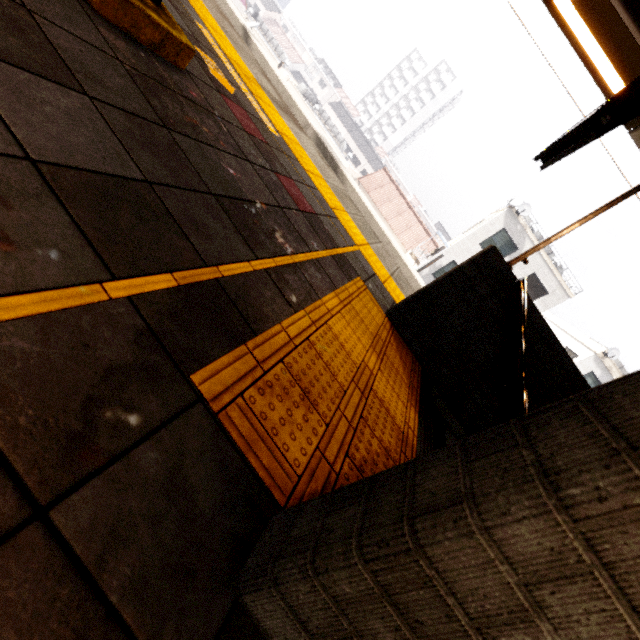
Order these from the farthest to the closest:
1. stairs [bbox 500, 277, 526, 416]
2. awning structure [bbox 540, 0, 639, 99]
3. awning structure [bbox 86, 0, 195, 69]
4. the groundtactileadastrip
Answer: awning structure [bbox 540, 0, 639, 99], stairs [bbox 500, 277, 526, 416], awning structure [bbox 86, 0, 195, 69], the groundtactileadastrip

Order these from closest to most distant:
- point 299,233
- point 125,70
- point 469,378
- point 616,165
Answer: point 125,70
point 299,233
point 469,378
point 616,165

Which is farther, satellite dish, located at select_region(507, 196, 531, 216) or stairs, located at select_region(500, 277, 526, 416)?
satellite dish, located at select_region(507, 196, 531, 216)

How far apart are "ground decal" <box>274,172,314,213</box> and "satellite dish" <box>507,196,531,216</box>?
18.2 meters

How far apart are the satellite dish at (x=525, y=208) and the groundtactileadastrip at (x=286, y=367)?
18.0m

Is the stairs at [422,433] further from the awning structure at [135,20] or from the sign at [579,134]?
the sign at [579,134]

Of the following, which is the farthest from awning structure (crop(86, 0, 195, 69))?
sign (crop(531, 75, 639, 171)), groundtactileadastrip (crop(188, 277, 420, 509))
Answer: groundtactileadastrip (crop(188, 277, 420, 509))

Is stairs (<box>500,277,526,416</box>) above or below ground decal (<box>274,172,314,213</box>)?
above
